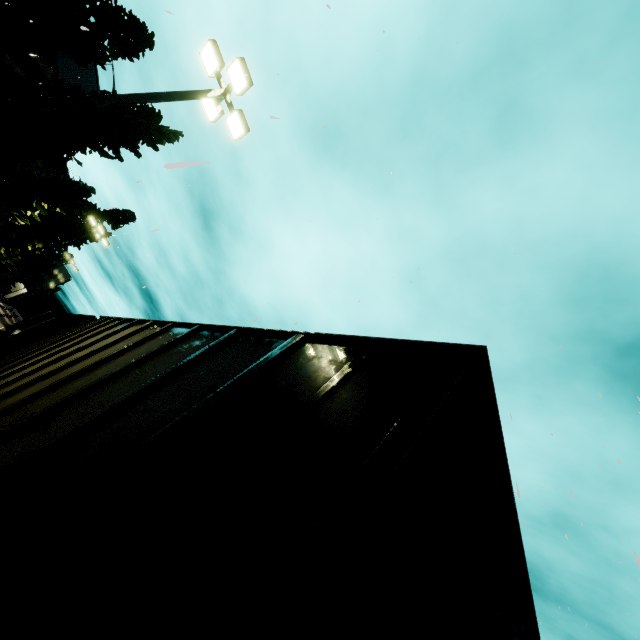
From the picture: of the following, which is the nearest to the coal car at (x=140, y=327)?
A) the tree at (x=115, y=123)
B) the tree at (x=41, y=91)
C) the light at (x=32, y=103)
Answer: the tree at (x=41, y=91)

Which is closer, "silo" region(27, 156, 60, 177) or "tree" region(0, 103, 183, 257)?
"tree" region(0, 103, 183, 257)

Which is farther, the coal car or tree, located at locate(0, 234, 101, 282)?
tree, located at locate(0, 234, 101, 282)

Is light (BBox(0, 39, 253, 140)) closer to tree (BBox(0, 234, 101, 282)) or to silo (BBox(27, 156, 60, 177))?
silo (BBox(27, 156, 60, 177))

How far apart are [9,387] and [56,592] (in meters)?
5.59

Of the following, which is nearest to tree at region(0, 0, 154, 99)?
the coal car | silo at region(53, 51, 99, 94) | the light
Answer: silo at region(53, 51, 99, 94)

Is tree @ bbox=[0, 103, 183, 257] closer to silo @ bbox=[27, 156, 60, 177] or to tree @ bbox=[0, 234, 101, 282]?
silo @ bbox=[27, 156, 60, 177]

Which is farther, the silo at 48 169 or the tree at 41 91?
the silo at 48 169
